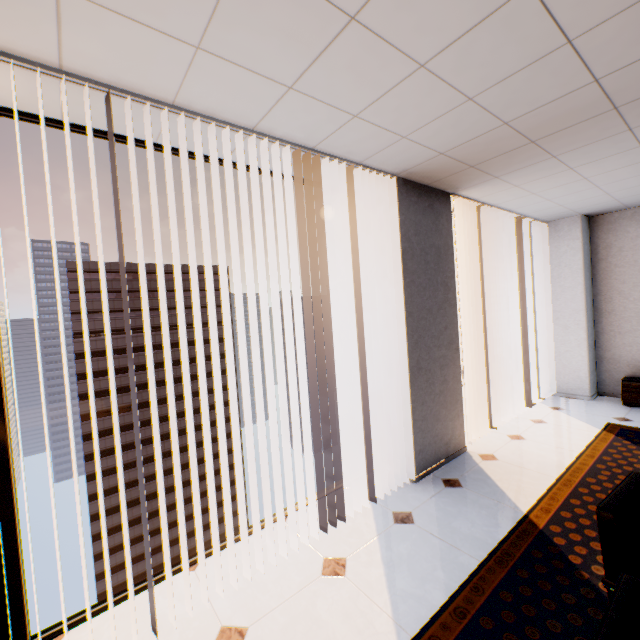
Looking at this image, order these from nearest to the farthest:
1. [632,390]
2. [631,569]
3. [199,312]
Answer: [631,569] → [632,390] → [199,312]

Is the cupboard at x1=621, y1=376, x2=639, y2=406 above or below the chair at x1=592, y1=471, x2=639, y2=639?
below

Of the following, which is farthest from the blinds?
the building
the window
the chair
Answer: the building

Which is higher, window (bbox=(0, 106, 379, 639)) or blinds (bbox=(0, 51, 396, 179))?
blinds (bbox=(0, 51, 396, 179))

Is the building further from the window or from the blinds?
the blinds

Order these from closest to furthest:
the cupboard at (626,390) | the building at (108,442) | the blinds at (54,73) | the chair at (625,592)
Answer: the chair at (625,592) < the blinds at (54,73) < the cupboard at (626,390) < the building at (108,442)

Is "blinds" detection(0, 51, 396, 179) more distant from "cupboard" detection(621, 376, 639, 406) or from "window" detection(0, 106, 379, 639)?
"cupboard" detection(621, 376, 639, 406)

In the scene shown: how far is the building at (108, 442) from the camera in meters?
47.8 m
